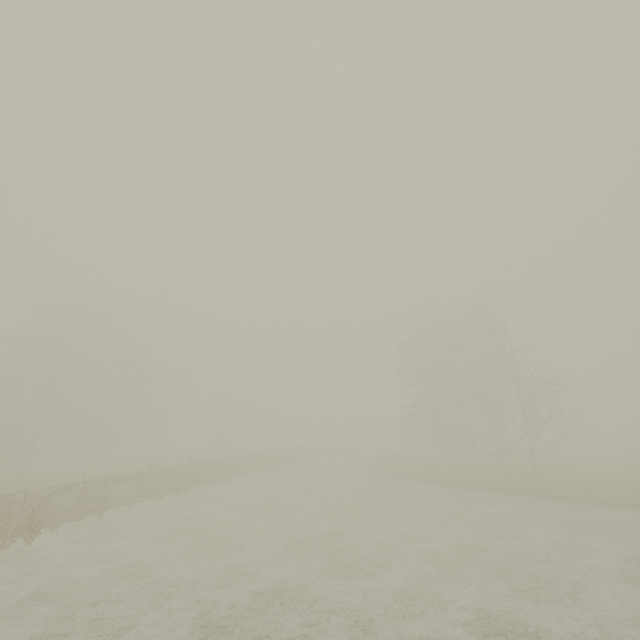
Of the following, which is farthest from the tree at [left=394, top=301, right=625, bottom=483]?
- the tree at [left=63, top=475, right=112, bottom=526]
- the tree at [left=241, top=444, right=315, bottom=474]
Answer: the tree at [left=63, top=475, right=112, bottom=526]

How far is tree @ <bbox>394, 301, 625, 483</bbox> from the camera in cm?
2503

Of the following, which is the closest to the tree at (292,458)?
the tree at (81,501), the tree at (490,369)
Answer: the tree at (490,369)

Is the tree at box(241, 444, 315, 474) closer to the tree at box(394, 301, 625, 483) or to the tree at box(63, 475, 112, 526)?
the tree at box(394, 301, 625, 483)

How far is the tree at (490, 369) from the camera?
25.0 meters

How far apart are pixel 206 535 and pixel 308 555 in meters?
4.9 m
